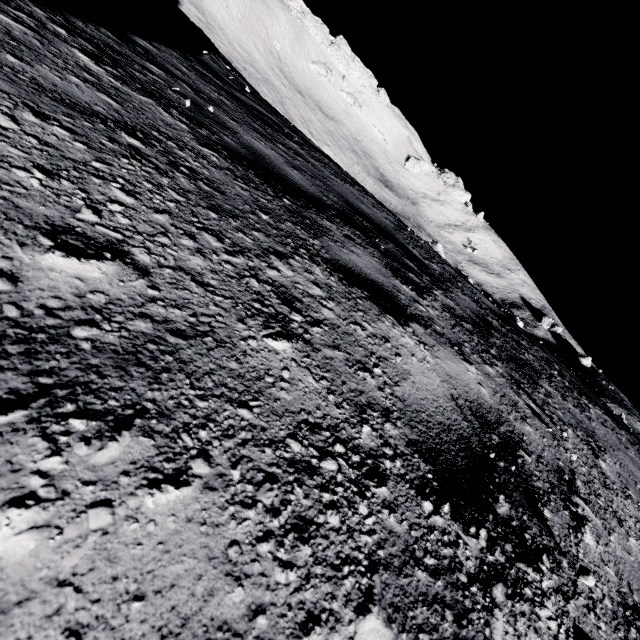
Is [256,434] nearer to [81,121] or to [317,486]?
[317,486]
